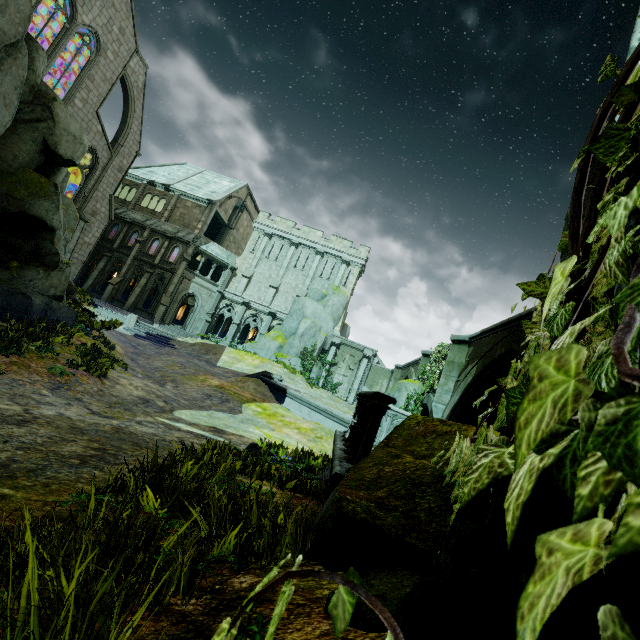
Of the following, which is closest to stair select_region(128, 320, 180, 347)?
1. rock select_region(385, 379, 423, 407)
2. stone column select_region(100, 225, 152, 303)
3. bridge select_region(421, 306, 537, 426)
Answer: stone column select_region(100, 225, 152, 303)

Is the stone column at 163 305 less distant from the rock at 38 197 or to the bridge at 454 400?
the rock at 38 197

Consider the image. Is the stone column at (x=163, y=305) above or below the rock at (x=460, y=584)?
above

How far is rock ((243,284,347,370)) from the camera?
31.5 meters

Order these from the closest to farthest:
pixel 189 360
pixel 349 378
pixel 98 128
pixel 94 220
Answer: pixel 189 360 < pixel 98 128 < pixel 94 220 < pixel 349 378

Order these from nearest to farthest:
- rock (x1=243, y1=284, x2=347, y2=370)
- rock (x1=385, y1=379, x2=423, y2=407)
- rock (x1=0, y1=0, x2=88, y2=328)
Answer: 1. rock (x1=0, y1=0, x2=88, y2=328)
2. rock (x1=385, y1=379, x2=423, y2=407)
3. rock (x1=243, y1=284, x2=347, y2=370)

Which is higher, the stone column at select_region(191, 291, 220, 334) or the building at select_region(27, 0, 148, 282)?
the building at select_region(27, 0, 148, 282)

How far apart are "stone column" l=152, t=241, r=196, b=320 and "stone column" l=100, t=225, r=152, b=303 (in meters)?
4.25
